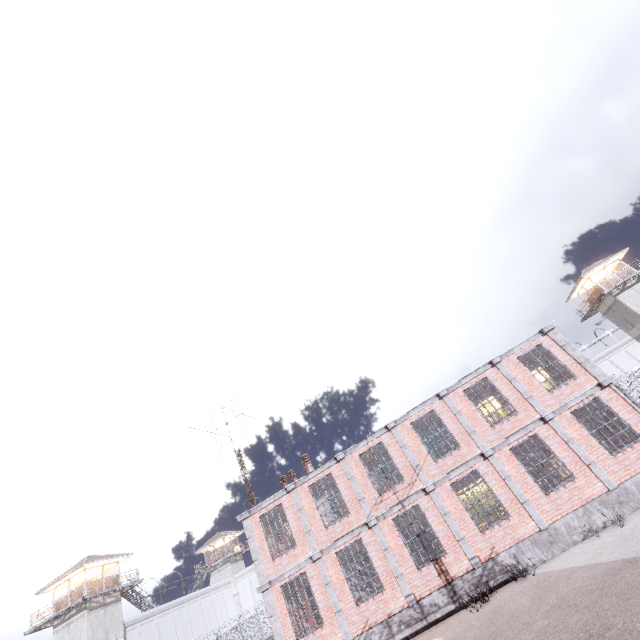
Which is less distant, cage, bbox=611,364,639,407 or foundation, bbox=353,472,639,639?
foundation, bbox=353,472,639,639

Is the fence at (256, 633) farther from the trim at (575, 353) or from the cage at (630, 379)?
the trim at (575, 353)

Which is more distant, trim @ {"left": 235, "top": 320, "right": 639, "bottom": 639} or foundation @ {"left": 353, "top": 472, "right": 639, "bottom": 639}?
trim @ {"left": 235, "top": 320, "right": 639, "bottom": 639}

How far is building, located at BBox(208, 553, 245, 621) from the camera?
48.36m

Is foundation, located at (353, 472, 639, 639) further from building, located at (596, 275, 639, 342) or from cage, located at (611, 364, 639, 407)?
building, located at (596, 275, 639, 342)

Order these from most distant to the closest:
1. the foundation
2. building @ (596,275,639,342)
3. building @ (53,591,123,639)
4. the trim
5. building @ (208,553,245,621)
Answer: building @ (208,553,245,621)
building @ (596,275,639,342)
building @ (53,591,123,639)
the trim
the foundation

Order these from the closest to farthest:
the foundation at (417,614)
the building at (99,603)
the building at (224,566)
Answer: the foundation at (417,614) → the building at (99,603) → the building at (224,566)

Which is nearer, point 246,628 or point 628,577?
point 628,577
